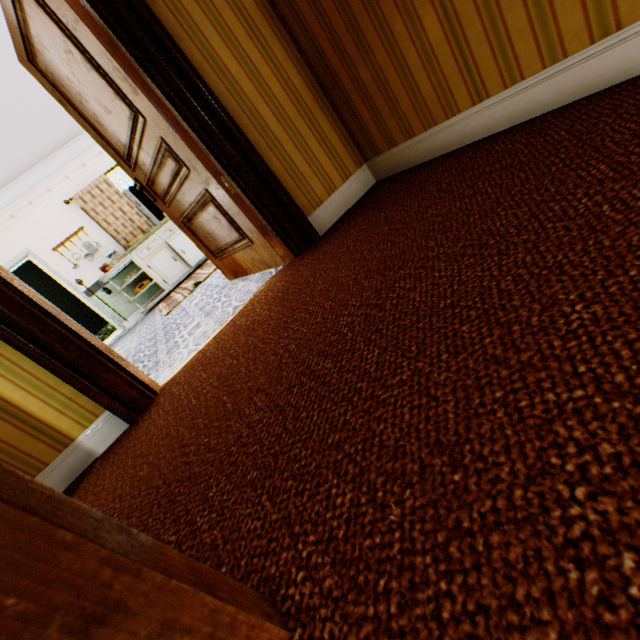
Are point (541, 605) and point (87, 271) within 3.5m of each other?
no

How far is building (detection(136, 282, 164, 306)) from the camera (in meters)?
7.14

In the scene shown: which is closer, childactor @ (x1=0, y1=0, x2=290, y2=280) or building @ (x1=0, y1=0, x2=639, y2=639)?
building @ (x1=0, y1=0, x2=639, y2=639)

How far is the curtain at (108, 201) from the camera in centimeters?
639cm

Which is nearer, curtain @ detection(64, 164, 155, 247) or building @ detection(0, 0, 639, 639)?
building @ detection(0, 0, 639, 639)

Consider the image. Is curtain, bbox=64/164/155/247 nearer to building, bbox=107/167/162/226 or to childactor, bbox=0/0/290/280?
building, bbox=107/167/162/226

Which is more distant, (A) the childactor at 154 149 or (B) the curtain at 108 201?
(B) the curtain at 108 201
